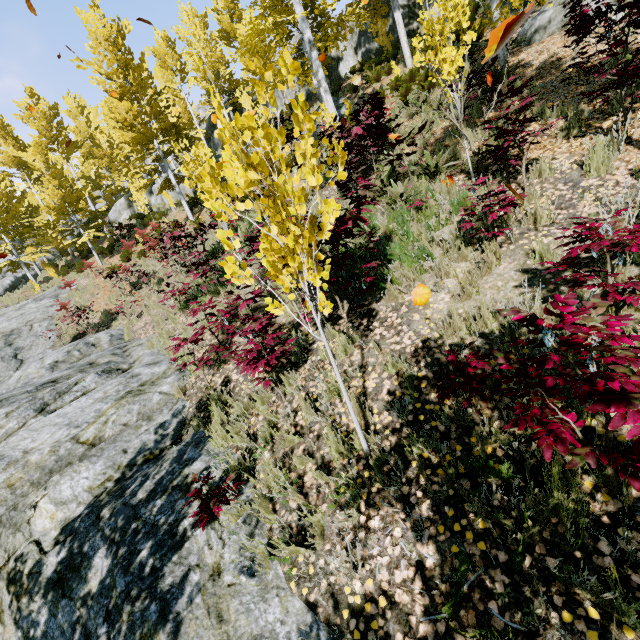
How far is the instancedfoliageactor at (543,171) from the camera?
4.8 meters

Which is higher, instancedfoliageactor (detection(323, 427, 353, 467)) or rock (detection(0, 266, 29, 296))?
rock (detection(0, 266, 29, 296))

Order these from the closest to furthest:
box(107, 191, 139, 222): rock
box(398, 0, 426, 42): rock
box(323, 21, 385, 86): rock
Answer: box(398, 0, 426, 42): rock < box(323, 21, 385, 86): rock < box(107, 191, 139, 222): rock

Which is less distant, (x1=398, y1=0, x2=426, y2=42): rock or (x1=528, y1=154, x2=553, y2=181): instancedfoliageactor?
(x1=528, y1=154, x2=553, y2=181): instancedfoliageactor

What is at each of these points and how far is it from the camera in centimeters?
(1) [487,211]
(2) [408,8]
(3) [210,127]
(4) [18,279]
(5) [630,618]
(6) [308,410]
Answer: (1) instancedfoliageactor, 473cm
(2) rock, 1916cm
(3) rock, 2983cm
(4) rock, 2388cm
(5) instancedfoliageactor, 176cm
(6) instancedfoliageactor, 389cm

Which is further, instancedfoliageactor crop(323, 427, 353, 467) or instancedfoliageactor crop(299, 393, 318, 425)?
instancedfoliageactor crop(299, 393, 318, 425)

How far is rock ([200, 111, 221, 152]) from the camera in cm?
2933
